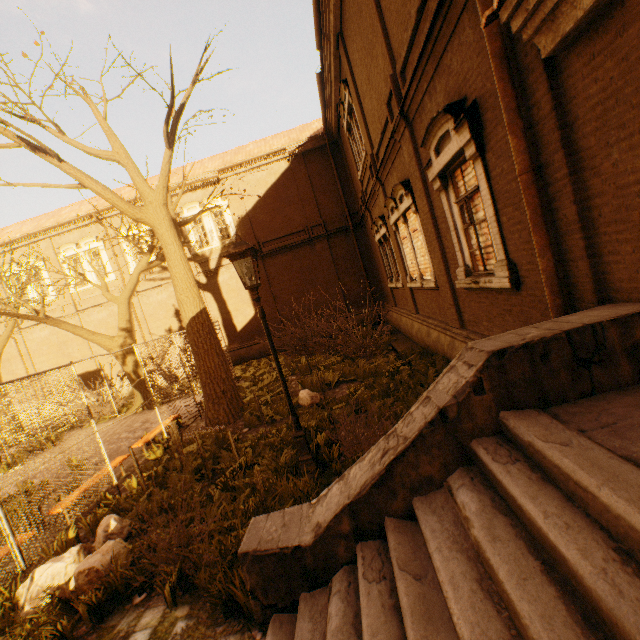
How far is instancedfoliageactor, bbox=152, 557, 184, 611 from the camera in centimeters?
346cm

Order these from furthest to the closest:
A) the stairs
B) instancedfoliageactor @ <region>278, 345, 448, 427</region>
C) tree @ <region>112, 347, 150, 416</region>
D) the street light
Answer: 1. tree @ <region>112, 347, 150, 416</region>
2. instancedfoliageactor @ <region>278, 345, 448, 427</region>
3. the street light
4. the stairs

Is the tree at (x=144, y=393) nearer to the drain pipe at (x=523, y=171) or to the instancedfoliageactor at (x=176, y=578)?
the instancedfoliageactor at (x=176, y=578)

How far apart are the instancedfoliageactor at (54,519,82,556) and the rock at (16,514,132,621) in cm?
29

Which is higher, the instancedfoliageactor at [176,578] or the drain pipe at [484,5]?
the drain pipe at [484,5]

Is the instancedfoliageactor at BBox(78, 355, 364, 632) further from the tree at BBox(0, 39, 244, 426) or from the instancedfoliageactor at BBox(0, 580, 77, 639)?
the tree at BBox(0, 39, 244, 426)

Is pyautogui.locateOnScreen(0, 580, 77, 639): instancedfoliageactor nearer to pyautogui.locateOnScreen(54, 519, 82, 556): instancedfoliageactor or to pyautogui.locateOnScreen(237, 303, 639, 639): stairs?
pyautogui.locateOnScreen(54, 519, 82, 556): instancedfoliageactor

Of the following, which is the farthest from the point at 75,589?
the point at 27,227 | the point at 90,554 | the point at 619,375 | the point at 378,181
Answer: the point at 27,227
